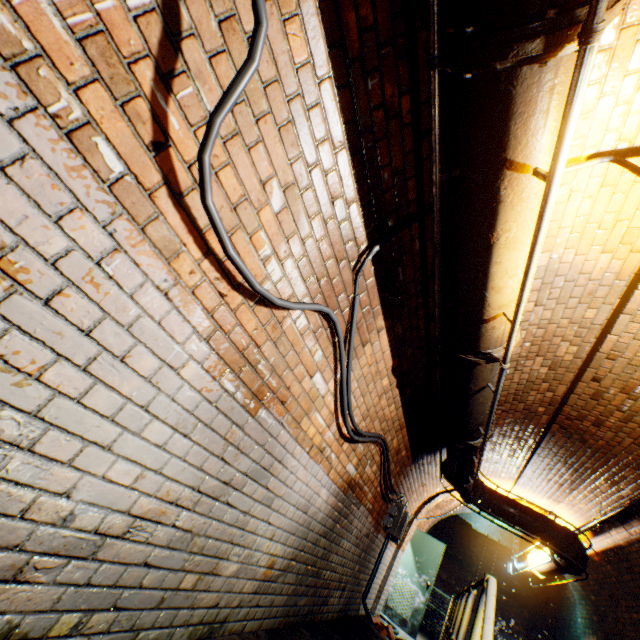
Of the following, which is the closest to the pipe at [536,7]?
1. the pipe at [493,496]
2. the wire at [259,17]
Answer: the wire at [259,17]

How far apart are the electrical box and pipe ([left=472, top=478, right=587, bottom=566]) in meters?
0.9

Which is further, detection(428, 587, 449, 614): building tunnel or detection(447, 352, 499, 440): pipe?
detection(428, 587, 449, 614): building tunnel

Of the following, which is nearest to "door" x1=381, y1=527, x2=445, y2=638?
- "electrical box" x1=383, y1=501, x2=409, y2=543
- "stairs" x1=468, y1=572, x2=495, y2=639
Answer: "electrical box" x1=383, y1=501, x2=409, y2=543

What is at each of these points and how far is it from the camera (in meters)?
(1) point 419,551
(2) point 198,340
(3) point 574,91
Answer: (1) door, 8.50
(2) building tunnel, 1.44
(3) pipe railing, 1.14

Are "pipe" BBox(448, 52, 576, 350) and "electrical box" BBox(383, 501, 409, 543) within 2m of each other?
no

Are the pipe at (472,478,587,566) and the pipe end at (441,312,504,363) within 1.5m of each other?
no

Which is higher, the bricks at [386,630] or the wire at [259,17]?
the wire at [259,17]
